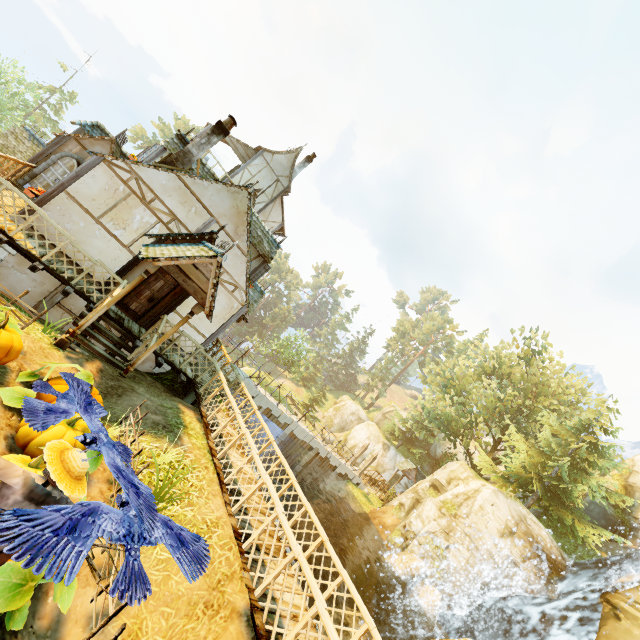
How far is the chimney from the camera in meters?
11.5 m

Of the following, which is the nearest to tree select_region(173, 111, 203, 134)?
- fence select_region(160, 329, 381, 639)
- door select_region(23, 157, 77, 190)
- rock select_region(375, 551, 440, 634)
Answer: fence select_region(160, 329, 381, 639)

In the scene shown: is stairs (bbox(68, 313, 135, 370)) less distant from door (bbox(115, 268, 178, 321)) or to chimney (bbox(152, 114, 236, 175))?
door (bbox(115, 268, 178, 321))

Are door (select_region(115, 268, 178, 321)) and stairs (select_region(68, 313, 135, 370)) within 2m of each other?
yes

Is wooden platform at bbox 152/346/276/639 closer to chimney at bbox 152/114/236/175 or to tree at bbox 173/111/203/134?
chimney at bbox 152/114/236/175

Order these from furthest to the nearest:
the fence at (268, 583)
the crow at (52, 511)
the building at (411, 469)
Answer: the building at (411, 469)
the fence at (268, 583)
the crow at (52, 511)

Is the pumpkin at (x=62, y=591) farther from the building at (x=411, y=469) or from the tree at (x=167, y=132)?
the building at (x=411, y=469)

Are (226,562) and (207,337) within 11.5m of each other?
yes
